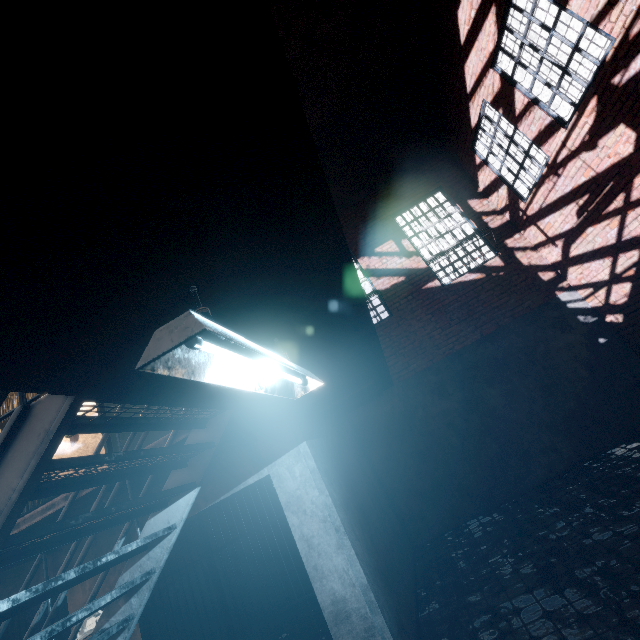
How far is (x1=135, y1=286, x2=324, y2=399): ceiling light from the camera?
0.8 meters

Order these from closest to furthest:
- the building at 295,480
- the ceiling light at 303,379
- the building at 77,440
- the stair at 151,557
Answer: the ceiling light at 303,379, the stair at 151,557, the building at 295,480, the building at 77,440

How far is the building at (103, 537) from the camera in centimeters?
400cm

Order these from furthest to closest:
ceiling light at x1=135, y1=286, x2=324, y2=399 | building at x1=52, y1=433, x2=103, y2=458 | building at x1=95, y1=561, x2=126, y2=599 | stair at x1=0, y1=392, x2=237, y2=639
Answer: building at x1=52, y1=433, x2=103, y2=458, building at x1=95, y1=561, x2=126, y2=599, stair at x1=0, y1=392, x2=237, y2=639, ceiling light at x1=135, y1=286, x2=324, y2=399

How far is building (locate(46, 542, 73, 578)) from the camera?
4.1 meters

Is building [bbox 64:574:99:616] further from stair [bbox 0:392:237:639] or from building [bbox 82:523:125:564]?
stair [bbox 0:392:237:639]

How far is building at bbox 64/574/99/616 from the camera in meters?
3.9

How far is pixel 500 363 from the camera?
7.14m
